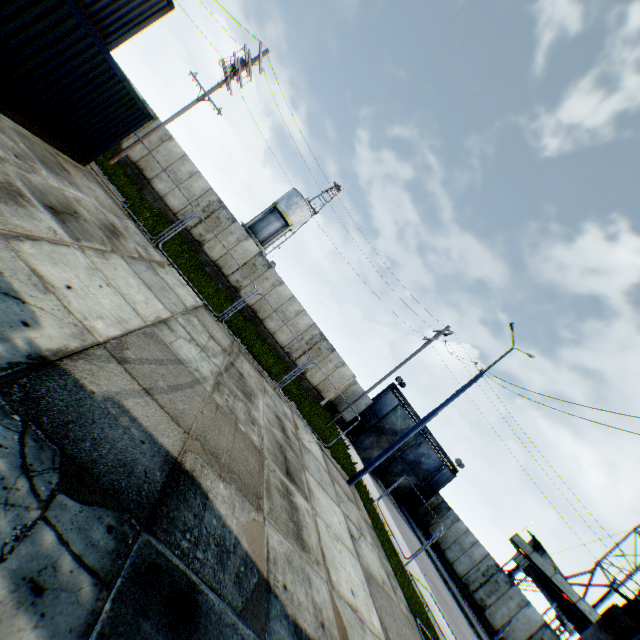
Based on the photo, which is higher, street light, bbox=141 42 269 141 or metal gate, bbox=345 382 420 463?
street light, bbox=141 42 269 141

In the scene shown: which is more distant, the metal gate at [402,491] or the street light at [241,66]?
the metal gate at [402,491]

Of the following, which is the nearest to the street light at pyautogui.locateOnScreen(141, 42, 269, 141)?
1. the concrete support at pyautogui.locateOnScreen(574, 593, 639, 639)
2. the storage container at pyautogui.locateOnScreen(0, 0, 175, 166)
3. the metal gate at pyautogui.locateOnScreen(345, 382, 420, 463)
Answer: the storage container at pyautogui.locateOnScreen(0, 0, 175, 166)

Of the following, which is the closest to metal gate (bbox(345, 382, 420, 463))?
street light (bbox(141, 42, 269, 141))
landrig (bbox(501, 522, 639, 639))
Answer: landrig (bbox(501, 522, 639, 639))

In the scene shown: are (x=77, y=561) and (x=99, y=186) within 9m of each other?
no

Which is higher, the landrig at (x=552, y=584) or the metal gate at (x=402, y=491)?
the landrig at (x=552, y=584)

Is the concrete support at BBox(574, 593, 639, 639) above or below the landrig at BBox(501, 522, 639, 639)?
below

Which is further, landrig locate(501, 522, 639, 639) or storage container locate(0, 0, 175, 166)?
landrig locate(501, 522, 639, 639)
